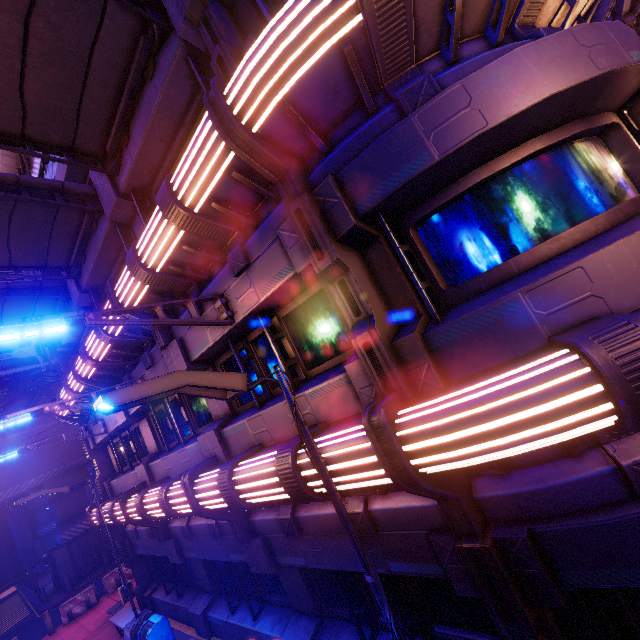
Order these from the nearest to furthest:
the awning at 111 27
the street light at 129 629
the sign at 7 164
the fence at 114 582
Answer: the awning at 111 27 → the street light at 129 629 → the sign at 7 164 → the fence at 114 582

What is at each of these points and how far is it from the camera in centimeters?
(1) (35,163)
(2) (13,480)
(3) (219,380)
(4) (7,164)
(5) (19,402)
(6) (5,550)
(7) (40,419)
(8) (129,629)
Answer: (1) sign, 1107cm
(2) walkway, 2208cm
(3) street light, 334cm
(4) sign, 1104cm
(5) walkway, 2211cm
(6) wall arch, 3906cm
(7) walkway, 2244cm
(8) street light, 1010cm

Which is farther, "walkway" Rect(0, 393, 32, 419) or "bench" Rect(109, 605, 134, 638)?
"walkway" Rect(0, 393, 32, 419)

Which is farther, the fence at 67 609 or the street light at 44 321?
the fence at 67 609

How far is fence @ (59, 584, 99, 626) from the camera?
16.08m

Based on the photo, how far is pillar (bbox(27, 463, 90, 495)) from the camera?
23.7 meters

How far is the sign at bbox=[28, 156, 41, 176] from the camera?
10.8m

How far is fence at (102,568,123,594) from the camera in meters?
17.2 m
